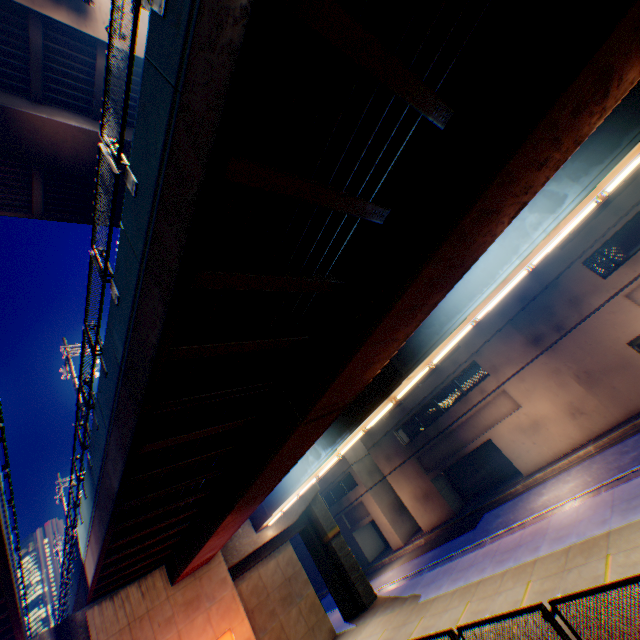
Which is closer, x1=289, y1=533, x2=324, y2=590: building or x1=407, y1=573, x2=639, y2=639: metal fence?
x1=407, y1=573, x2=639, y2=639: metal fence

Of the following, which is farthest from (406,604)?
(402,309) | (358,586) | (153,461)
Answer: (402,309)

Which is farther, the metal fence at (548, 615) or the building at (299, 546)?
the building at (299, 546)

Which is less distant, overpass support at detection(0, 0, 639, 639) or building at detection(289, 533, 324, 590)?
overpass support at detection(0, 0, 639, 639)

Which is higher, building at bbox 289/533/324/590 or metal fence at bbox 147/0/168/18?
metal fence at bbox 147/0/168/18

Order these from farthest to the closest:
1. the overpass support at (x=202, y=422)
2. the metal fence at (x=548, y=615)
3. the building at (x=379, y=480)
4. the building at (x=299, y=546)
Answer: the building at (x=299, y=546) → the building at (x=379, y=480) → the metal fence at (x=548, y=615) → the overpass support at (x=202, y=422)

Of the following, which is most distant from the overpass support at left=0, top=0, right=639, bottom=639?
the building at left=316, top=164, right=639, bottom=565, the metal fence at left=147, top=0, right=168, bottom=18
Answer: the building at left=316, top=164, right=639, bottom=565

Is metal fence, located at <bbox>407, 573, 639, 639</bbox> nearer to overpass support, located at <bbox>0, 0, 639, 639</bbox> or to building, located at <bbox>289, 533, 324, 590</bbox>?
overpass support, located at <bbox>0, 0, 639, 639</bbox>
